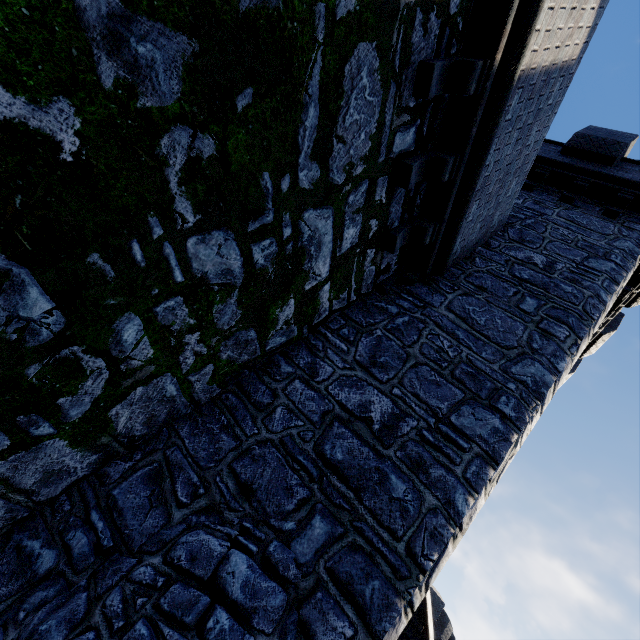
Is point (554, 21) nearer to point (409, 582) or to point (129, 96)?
point (129, 96)

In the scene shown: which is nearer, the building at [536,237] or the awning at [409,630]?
the building at [536,237]

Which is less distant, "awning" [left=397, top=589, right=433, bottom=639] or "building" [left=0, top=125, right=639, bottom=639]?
"building" [left=0, top=125, right=639, bottom=639]
